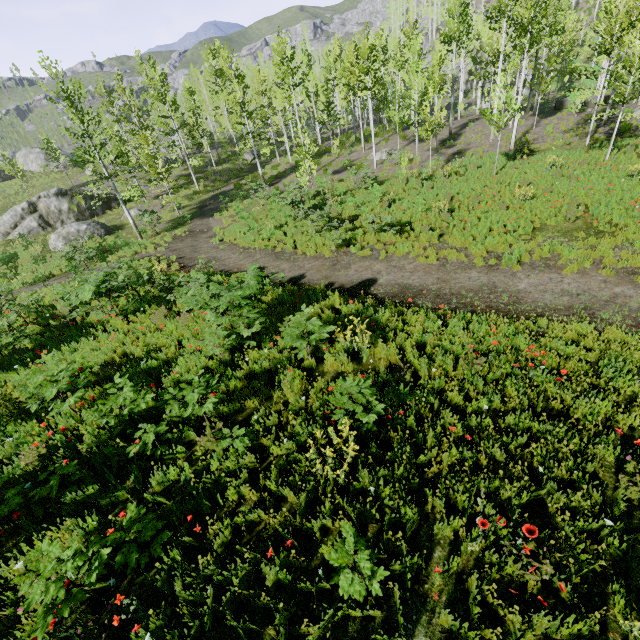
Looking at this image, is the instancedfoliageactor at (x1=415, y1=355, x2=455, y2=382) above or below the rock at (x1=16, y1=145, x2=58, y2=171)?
below

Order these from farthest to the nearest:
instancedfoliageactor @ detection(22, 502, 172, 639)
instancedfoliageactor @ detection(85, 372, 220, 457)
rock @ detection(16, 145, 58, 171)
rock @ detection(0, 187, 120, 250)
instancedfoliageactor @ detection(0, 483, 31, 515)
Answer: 1. rock @ detection(16, 145, 58, 171)
2. rock @ detection(0, 187, 120, 250)
3. instancedfoliageactor @ detection(85, 372, 220, 457)
4. instancedfoliageactor @ detection(0, 483, 31, 515)
5. instancedfoliageactor @ detection(22, 502, 172, 639)

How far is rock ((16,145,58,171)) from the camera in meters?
41.2 m

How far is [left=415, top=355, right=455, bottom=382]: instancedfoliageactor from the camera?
5.7m

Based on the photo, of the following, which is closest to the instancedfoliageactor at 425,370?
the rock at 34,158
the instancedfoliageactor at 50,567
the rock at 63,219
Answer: the rock at 34,158

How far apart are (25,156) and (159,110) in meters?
18.8

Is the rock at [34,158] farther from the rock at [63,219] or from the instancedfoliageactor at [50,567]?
the instancedfoliageactor at [50,567]

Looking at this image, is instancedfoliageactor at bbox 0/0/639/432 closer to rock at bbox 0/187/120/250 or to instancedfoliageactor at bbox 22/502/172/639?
rock at bbox 0/187/120/250
